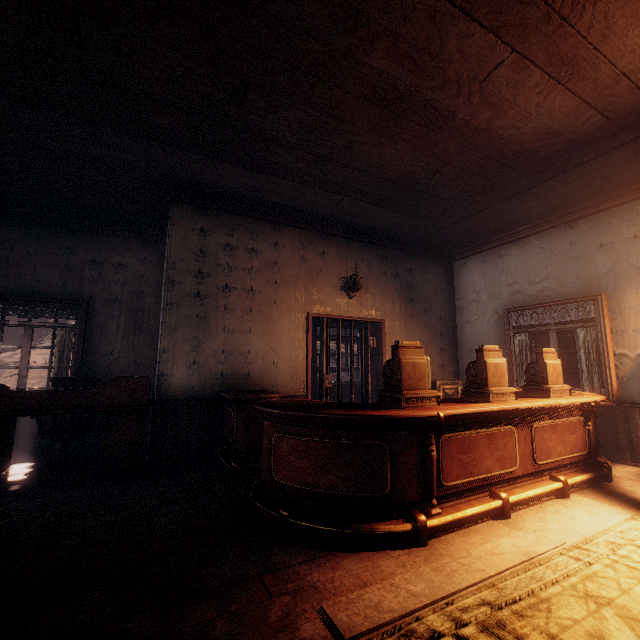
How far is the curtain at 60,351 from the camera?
5.40m

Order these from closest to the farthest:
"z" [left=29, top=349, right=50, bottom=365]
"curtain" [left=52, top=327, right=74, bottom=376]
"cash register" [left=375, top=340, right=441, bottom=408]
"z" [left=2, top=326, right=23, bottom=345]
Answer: "cash register" [left=375, top=340, right=441, bottom=408] → "curtain" [left=52, top=327, right=74, bottom=376] → "z" [left=29, top=349, right=50, bottom=365] → "z" [left=2, top=326, right=23, bottom=345]

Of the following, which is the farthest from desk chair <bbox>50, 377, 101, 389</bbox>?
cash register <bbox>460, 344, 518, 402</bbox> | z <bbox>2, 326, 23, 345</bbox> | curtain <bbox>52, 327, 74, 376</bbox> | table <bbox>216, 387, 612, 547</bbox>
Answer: cash register <bbox>460, 344, 518, 402</bbox>

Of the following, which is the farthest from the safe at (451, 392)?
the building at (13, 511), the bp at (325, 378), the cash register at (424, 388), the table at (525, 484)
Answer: the cash register at (424, 388)

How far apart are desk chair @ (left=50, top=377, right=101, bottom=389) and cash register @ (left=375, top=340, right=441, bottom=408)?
4.2m

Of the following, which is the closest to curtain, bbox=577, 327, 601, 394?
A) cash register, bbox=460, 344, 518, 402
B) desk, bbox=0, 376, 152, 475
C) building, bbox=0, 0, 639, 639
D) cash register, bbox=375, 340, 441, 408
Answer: building, bbox=0, 0, 639, 639

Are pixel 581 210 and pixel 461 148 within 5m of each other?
yes

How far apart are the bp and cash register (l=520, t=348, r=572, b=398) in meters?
2.5 m
